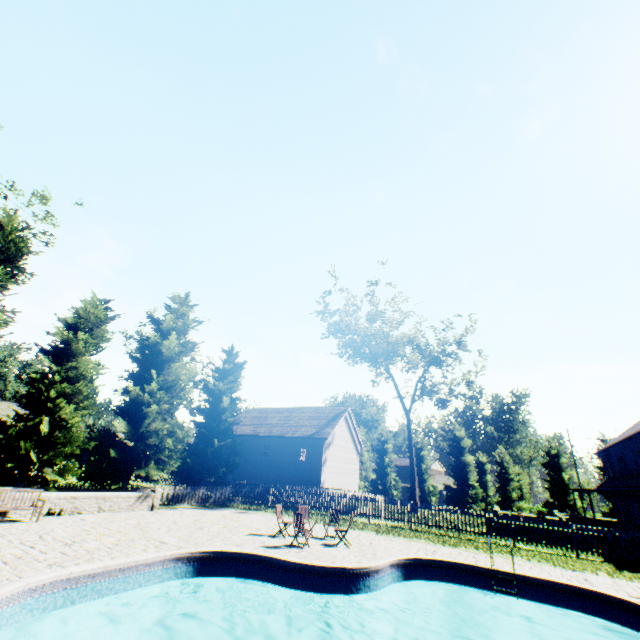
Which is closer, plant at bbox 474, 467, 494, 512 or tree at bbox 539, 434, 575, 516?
tree at bbox 539, 434, 575, 516

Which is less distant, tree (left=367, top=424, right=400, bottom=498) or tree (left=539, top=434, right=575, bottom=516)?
tree (left=539, top=434, right=575, bottom=516)

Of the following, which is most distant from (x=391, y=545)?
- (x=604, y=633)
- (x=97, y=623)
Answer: (x=97, y=623)

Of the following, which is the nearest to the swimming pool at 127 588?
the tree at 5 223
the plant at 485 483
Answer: the tree at 5 223

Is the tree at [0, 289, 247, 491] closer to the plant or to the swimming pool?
the plant

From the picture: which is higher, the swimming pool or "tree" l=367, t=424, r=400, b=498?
"tree" l=367, t=424, r=400, b=498

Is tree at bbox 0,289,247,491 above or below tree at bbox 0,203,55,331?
below

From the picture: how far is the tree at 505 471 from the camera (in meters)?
39.91
